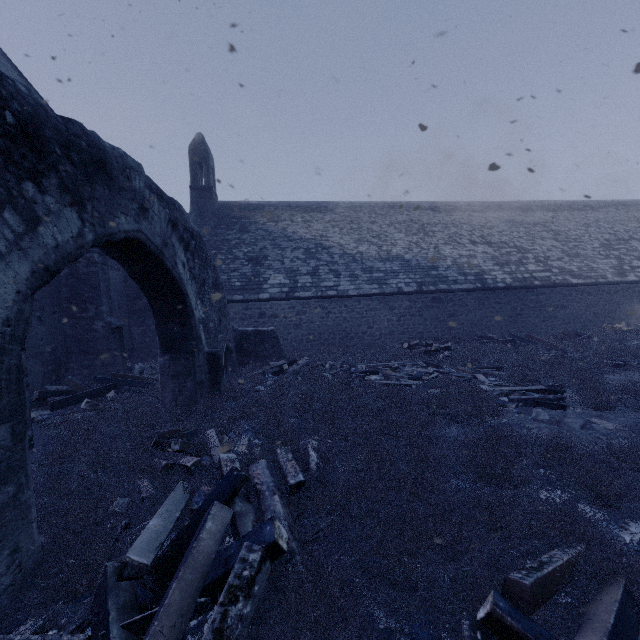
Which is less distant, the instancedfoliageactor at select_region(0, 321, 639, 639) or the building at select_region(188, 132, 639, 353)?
the instancedfoliageactor at select_region(0, 321, 639, 639)

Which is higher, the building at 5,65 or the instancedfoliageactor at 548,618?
the building at 5,65

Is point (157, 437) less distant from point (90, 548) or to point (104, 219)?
point (90, 548)

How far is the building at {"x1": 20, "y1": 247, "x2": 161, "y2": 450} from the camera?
8.50m

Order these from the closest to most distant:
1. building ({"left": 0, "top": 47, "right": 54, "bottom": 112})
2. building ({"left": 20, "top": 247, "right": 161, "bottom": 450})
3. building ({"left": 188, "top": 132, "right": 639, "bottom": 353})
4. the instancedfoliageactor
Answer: the instancedfoliageactor < building ({"left": 20, "top": 247, "right": 161, "bottom": 450}) < building ({"left": 0, "top": 47, "right": 54, "bottom": 112}) < building ({"left": 188, "top": 132, "right": 639, "bottom": 353})

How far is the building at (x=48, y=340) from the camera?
8.5m
